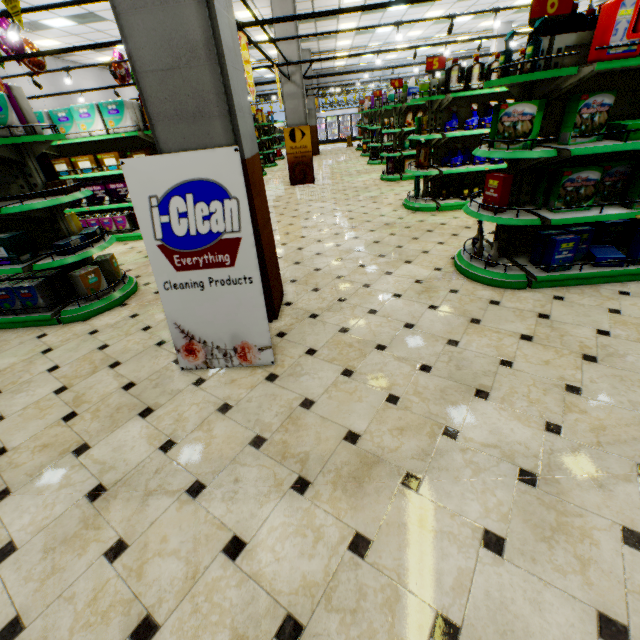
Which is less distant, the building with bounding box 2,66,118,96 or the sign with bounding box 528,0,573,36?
the sign with bounding box 528,0,573,36

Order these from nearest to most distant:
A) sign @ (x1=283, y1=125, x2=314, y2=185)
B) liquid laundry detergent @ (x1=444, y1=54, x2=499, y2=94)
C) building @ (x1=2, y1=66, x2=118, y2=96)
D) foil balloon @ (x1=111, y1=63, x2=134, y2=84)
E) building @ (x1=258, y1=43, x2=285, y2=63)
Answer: liquid laundry detergent @ (x1=444, y1=54, x2=499, y2=94) → foil balloon @ (x1=111, y1=63, x2=134, y2=84) → building @ (x1=258, y1=43, x2=285, y2=63) → sign @ (x1=283, y1=125, x2=314, y2=185) → building @ (x1=2, y1=66, x2=118, y2=96)

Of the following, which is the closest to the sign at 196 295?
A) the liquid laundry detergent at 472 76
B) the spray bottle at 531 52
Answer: the spray bottle at 531 52

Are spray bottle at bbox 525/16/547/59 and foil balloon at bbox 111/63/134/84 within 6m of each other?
no

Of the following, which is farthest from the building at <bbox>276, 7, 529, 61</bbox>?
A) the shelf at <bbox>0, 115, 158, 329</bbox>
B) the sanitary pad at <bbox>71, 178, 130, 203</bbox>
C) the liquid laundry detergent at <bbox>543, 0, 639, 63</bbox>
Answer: the liquid laundry detergent at <bbox>543, 0, 639, 63</bbox>

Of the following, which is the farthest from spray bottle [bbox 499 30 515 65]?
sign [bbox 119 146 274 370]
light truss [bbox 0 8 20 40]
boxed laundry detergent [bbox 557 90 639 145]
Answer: sign [bbox 119 146 274 370]

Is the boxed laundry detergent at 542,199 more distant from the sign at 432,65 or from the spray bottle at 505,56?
the sign at 432,65

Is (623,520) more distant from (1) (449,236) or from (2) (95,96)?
(2) (95,96)
